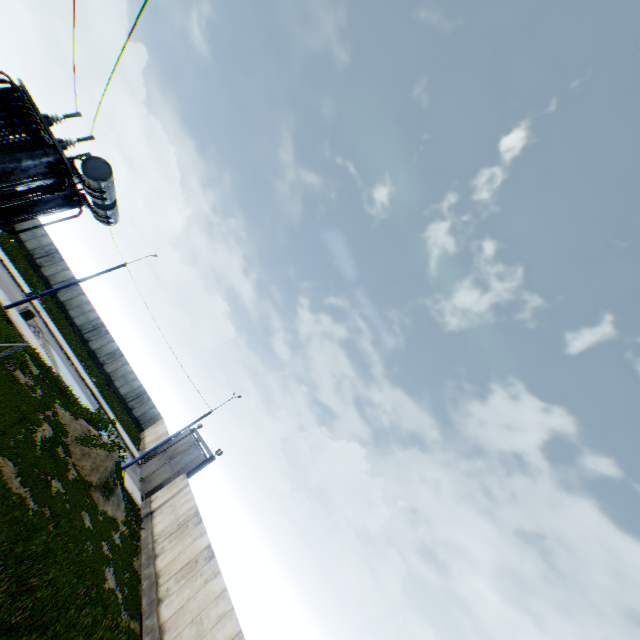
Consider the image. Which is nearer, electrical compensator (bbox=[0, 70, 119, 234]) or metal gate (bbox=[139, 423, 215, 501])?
electrical compensator (bbox=[0, 70, 119, 234])

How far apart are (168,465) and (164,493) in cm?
577

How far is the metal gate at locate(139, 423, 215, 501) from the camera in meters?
27.4 m

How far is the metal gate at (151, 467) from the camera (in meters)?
27.38

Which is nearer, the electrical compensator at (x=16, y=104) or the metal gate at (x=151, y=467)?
the electrical compensator at (x=16, y=104)

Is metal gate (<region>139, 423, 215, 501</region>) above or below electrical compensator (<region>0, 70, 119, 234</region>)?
below
